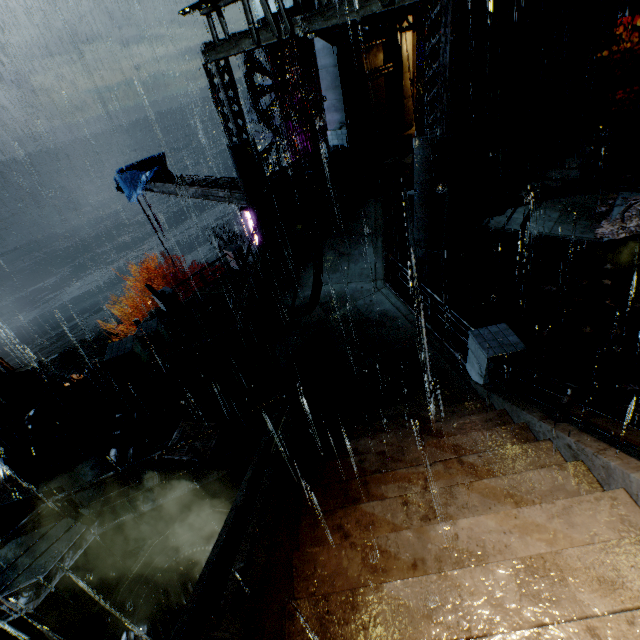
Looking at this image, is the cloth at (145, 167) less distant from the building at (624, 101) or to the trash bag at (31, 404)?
the building at (624, 101)

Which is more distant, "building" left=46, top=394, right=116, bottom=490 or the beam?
the beam

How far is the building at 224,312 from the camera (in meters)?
15.08

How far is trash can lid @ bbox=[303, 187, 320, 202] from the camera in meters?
14.8 m

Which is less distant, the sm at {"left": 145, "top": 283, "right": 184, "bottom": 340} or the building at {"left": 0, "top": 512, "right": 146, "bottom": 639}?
the building at {"left": 0, "top": 512, "right": 146, "bottom": 639}

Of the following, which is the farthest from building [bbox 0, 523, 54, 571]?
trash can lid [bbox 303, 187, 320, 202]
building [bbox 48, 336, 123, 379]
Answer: building [bbox 48, 336, 123, 379]

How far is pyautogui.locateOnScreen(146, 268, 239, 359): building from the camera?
15.08m

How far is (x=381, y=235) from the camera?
12.5 meters
